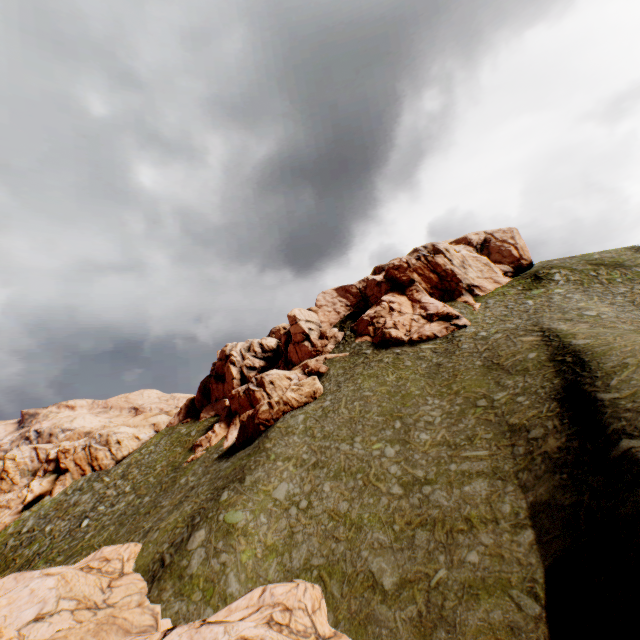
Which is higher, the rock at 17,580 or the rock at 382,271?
the rock at 382,271

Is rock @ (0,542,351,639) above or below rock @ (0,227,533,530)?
below

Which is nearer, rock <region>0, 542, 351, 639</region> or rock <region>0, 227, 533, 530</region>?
rock <region>0, 542, 351, 639</region>

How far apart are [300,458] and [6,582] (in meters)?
19.40

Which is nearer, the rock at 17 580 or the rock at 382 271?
the rock at 17 580
